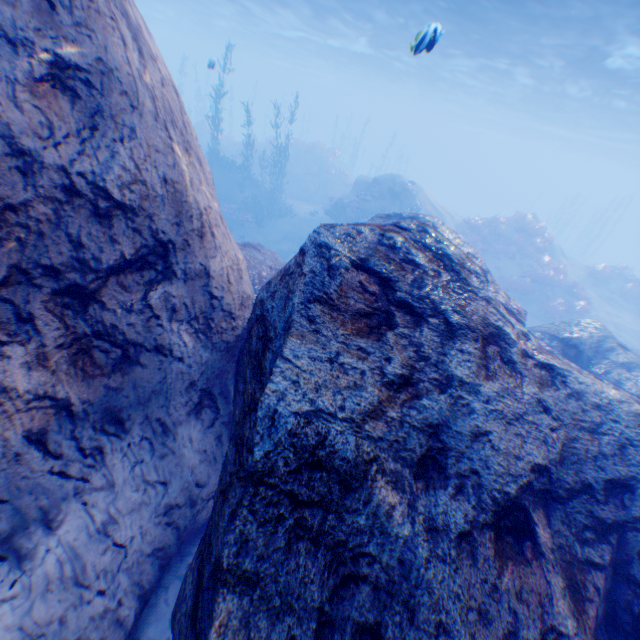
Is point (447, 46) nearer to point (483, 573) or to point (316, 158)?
point (316, 158)

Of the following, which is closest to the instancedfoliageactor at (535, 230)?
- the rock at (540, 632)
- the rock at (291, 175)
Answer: the rock at (540, 632)

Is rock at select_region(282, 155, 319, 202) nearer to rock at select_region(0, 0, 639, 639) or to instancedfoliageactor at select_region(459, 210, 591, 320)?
rock at select_region(0, 0, 639, 639)

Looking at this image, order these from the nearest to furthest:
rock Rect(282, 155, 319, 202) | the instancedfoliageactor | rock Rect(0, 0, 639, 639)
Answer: rock Rect(0, 0, 639, 639), the instancedfoliageactor, rock Rect(282, 155, 319, 202)

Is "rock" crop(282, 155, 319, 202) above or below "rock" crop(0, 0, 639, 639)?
below
